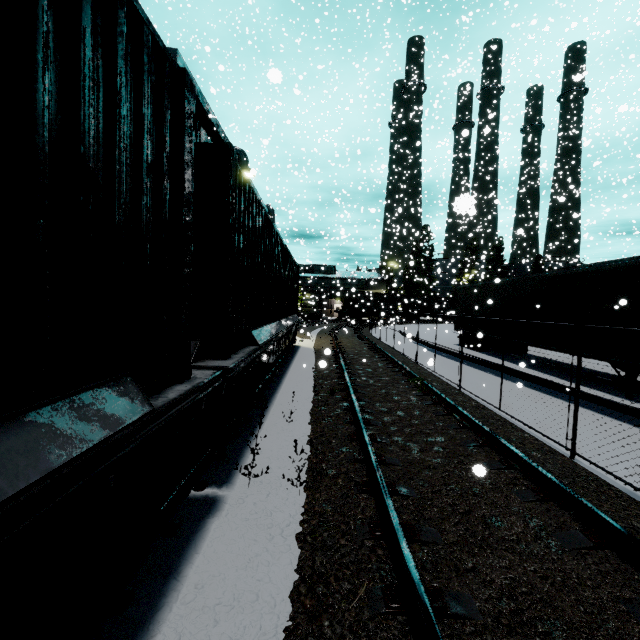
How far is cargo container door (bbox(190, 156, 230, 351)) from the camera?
3.9m

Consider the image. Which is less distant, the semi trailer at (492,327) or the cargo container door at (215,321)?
the cargo container door at (215,321)

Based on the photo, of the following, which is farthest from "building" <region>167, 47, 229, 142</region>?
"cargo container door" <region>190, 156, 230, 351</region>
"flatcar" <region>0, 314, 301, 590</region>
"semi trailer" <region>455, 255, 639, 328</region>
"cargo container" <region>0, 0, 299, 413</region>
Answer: "cargo container door" <region>190, 156, 230, 351</region>

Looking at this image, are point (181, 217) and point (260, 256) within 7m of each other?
yes

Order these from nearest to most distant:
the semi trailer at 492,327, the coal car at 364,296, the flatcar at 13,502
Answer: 1. the flatcar at 13,502
2. the semi trailer at 492,327
3. the coal car at 364,296

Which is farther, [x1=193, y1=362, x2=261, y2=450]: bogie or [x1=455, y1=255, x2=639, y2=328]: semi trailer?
[x1=455, y1=255, x2=639, y2=328]: semi trailer

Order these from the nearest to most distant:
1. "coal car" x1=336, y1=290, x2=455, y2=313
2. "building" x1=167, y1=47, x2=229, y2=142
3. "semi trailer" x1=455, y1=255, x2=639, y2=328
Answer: "semi trailer" x1=455, y1=255, x2=639, y2=328, "building" x1=167, y1=47, x2=229, y2=142, "coal car" x1=336, y1=290, x2=455, y2=313

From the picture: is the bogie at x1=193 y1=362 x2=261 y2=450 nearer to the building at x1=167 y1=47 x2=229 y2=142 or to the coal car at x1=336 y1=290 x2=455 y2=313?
the building at x1=167 y1=47 x2=229 y2=142
